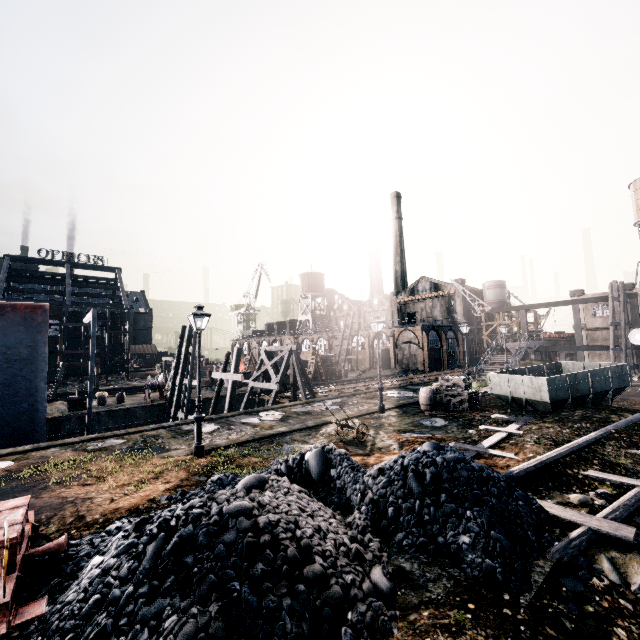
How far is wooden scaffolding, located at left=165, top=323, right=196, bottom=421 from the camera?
25.9m

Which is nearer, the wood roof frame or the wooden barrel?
the wooden barrel

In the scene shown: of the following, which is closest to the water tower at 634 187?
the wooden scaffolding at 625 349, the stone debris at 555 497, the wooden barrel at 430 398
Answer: the wooden scaffolding at 625 349

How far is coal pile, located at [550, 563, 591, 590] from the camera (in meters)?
5.44

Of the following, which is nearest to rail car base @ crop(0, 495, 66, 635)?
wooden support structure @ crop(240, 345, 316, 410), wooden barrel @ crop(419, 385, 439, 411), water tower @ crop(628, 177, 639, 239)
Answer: wooden barrel @ crop(419, 385, 439, 411)

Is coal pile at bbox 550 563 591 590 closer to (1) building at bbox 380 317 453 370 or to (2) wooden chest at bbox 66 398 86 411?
(2) wooden chest at bbox 66 398 86 411

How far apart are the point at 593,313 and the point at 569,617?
48.0 meters

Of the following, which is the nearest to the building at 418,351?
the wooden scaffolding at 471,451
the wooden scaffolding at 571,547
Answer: the wooden scaffolding at 571,547
